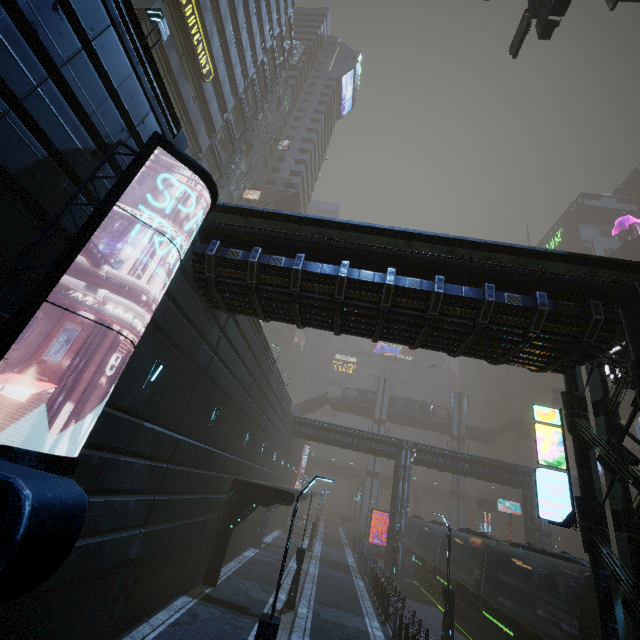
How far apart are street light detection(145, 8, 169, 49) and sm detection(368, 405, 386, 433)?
57.1 meters

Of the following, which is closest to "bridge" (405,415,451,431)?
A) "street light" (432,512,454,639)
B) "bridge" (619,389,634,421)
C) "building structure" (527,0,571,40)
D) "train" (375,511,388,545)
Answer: "bridge" (619,389,634,421)

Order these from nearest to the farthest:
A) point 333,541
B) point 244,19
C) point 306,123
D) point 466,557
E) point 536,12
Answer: point 536,12 < point 466,557 < point 244,19 < point 333,541 < point 306,123

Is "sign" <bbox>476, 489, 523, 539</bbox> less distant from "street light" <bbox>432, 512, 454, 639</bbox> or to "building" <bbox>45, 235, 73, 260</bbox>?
"building" <bbox>45, 235, 73, 260</bbox>

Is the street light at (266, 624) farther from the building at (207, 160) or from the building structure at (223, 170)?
the building structure at (223, 170)

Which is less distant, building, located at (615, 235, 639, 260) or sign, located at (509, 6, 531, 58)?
sign, located at (509, 6, 531, 58)

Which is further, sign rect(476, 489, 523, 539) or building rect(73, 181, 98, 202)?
sign rect(476, 489, 523, 539)

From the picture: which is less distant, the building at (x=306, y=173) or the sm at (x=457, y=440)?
the building at (x=306, y=173)
